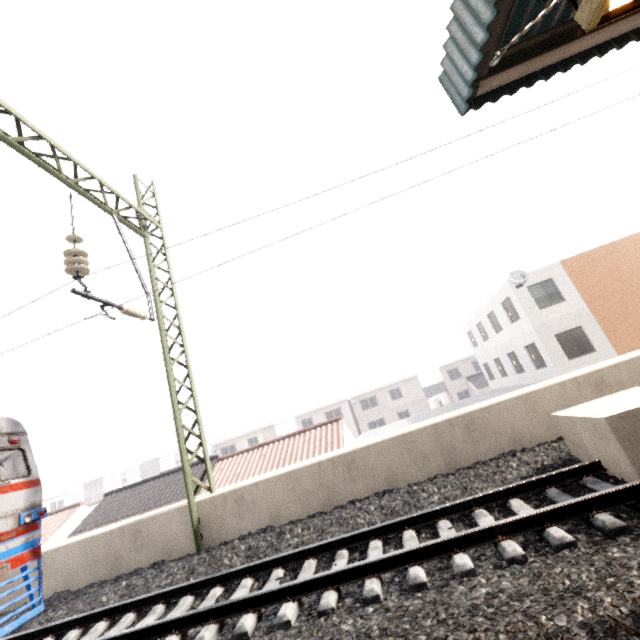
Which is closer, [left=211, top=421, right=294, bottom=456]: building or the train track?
the train track

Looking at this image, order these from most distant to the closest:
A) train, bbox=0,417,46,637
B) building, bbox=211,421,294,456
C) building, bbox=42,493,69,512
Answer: building, bbox=42,493,69,512 < building, bbox=211,421,294,456 < train, bbox=0,417,46,637

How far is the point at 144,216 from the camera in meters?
8.8

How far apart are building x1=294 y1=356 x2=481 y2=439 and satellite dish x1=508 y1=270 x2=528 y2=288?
25.9m

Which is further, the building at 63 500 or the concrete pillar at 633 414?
the building at 63 500

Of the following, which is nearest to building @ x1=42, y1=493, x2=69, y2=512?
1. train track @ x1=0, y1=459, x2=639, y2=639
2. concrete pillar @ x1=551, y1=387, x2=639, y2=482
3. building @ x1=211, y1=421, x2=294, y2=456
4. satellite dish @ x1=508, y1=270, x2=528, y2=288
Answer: building @ x1=211, y1=421, x2=294, y2=456

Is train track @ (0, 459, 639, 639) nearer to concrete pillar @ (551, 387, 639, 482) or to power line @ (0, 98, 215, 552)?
concrete pillar @ (551, 387, 639, 482)

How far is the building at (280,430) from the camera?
43.6m
